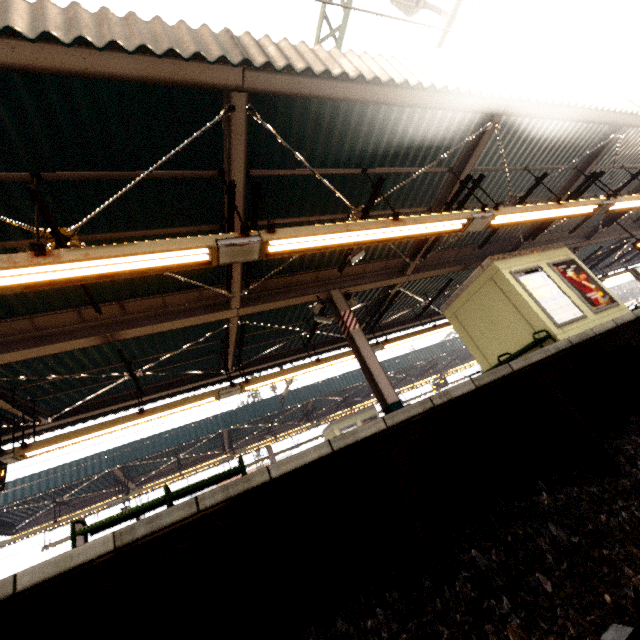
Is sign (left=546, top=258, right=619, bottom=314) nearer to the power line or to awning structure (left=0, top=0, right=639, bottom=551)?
awning structure (left=0, top=0, right=639, bottom=551)

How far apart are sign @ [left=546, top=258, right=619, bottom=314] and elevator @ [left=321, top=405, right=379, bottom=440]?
15.0m

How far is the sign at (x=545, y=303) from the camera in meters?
7.8

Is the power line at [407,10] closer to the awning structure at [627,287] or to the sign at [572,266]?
the sign at [572,266]

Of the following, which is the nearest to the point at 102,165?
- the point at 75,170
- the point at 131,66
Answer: the point at 75,170

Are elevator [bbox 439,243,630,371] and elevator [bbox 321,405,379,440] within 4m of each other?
no

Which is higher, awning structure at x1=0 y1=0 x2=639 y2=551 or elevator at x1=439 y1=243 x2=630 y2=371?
awning structure at x1=0 y1=0 x2=639 y2=551

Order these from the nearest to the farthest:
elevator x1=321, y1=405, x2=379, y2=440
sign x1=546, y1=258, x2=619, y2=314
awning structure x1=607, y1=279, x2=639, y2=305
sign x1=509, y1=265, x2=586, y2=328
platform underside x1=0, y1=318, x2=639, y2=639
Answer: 1. platform underside x1=0, y1=318, x2=639, y2=639
2. sign x1=509, y1=265, x2=586, y2=328
3. sign x1=546, y1=258, x2=619, y2=314
4. elevator x1=321, y1=405, x2=379, y2=440
5. awning structure x1=607, y1=279, x2=639, y2=305
